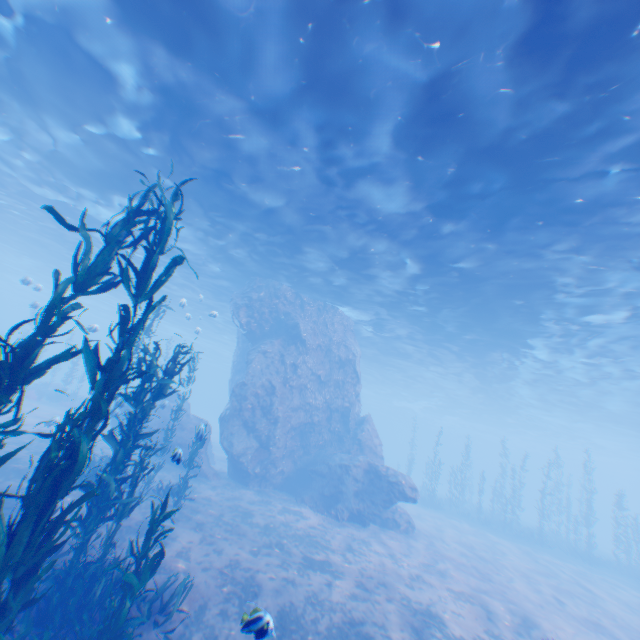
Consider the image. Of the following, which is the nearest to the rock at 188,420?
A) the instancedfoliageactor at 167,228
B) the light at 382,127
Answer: the light at 382,127

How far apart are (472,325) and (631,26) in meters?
16.2 m

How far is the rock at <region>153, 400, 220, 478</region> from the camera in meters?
17.1 m

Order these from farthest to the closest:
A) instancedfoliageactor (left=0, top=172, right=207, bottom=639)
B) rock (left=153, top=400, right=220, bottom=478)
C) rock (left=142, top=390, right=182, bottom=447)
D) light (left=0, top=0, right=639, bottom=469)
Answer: rock (left=142, top=390, right=182, bottom=447) < rock (left=153, top=400, right=220, bottom=478) < light (left=0, top=0, right=639, bottom=469) < instancedfoliageactor (left=0, top=172, right=207, bottom=639)

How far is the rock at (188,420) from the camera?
17.11m

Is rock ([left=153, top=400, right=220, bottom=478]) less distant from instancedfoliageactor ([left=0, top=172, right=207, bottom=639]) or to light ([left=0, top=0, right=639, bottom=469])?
light ([left=0, top=0, right=639, bottom=469])
